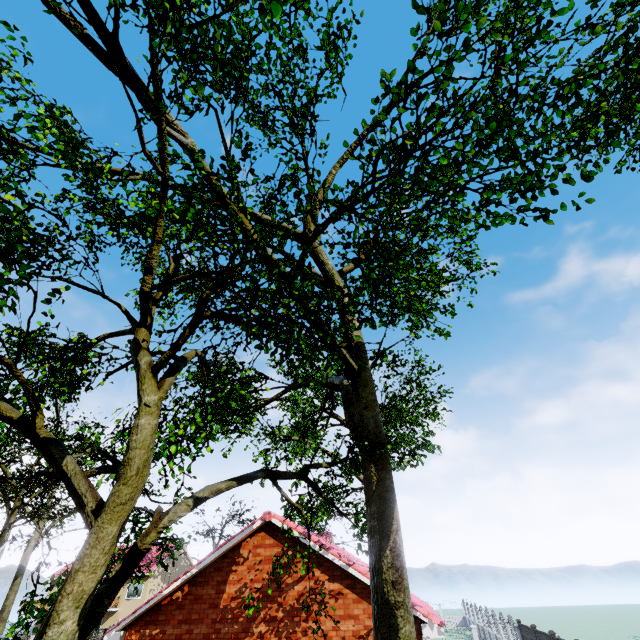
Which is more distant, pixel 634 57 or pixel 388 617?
pixel 388 617

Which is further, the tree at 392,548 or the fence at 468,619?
the fence at 468,619

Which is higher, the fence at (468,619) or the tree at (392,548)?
the tree at (392,548)

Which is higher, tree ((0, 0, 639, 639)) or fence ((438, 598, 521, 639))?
tree ((0, 0, 639, 639))

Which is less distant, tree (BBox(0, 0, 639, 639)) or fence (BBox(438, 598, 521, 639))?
tree (BBox(0, 0, 639, 639))
